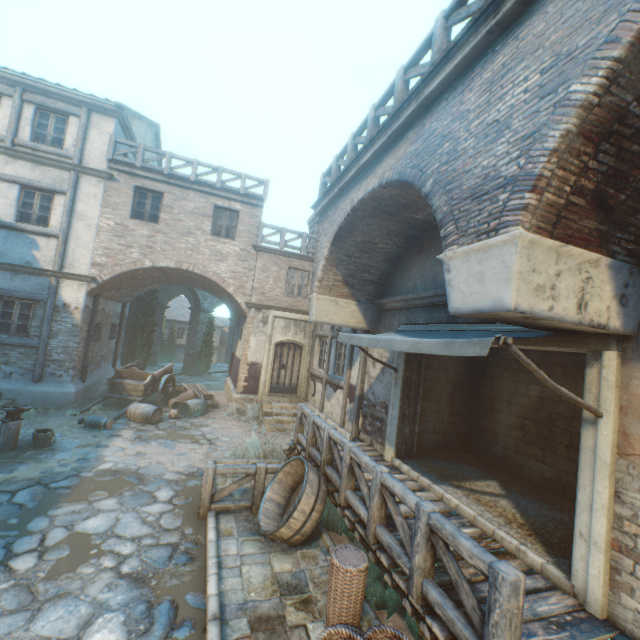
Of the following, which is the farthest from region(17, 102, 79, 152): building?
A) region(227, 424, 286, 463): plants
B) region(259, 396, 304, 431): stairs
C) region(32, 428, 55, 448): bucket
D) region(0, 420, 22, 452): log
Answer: region(32, 428, 55, 448): bucket

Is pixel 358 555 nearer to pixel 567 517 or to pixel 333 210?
pixel 567 517

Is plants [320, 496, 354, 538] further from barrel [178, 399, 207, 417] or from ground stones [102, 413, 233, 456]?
barrel [178, 399, 207, 417]

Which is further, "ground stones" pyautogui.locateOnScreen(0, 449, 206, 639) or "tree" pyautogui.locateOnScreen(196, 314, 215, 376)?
"tree" pyautogui.locateOnScreen(196, 314, 215, 376)

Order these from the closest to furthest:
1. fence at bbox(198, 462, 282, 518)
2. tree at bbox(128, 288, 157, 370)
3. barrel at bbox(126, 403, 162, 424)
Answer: fence at bbox(198, 462, 282, 518) → barrel at bbox(126, 403, 162, 424) → tree at bbox(128, 288, 157, 370)

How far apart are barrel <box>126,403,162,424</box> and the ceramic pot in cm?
91

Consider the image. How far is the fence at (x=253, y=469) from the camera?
6.13m

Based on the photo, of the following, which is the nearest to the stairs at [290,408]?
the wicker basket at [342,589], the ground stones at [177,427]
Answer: the ground stones at [177,427]
